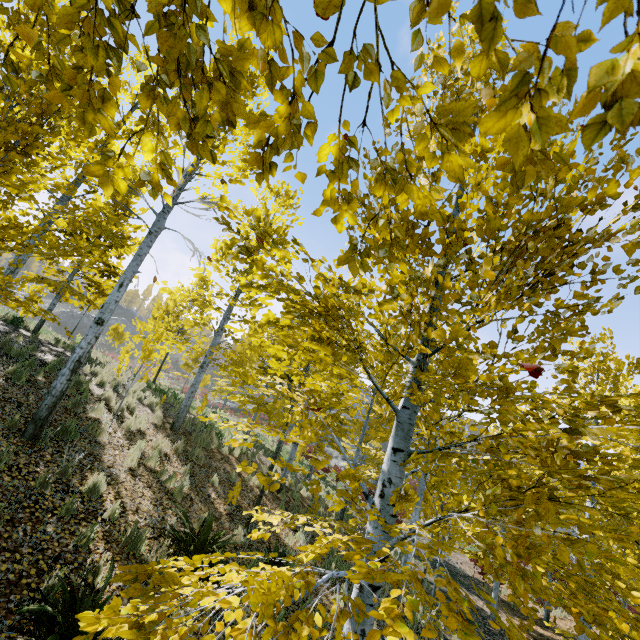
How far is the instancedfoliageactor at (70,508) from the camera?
4.63m

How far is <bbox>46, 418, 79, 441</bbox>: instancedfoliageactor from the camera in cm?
635

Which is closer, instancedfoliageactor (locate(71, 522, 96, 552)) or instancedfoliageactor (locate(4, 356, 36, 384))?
instancedfoliageactor (locate(71, 522, 96, 552))

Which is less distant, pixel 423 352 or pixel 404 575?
pixel 404 575

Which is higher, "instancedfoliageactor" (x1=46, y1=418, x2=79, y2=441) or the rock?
the rock

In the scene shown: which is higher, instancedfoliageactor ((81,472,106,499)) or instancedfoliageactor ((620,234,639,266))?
instancedfoliageactor ((620,234,639,266))

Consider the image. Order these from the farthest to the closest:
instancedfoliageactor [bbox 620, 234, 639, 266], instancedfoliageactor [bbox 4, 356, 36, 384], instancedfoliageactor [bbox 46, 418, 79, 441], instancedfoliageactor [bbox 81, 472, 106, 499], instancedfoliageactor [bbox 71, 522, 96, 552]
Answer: instancedfoliageactor [bbox 4, 356, 36, 384] → instancedfoliageactor [bbox 46, 418, 79, 441] → instancedfoliageactor [bbox 81, 472, 106, 499] → instancedfoliageactor [bbox 71, 522, 96, 552] → instancedfoliageactor [bbox 620, 234, 639, 266]
